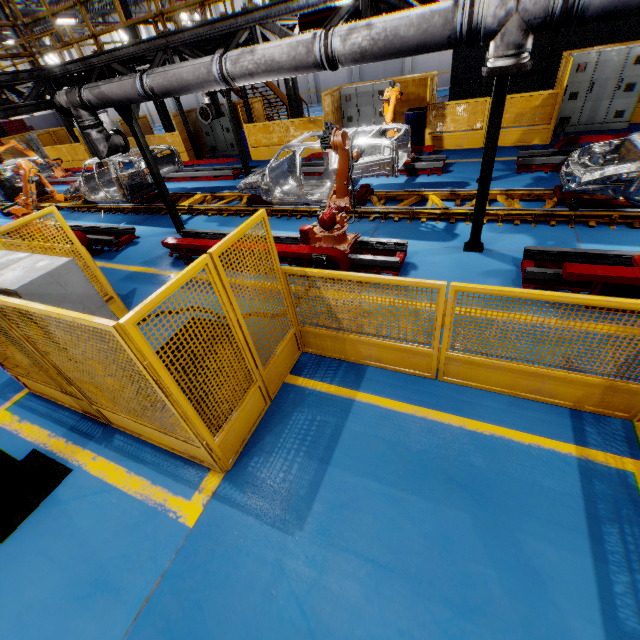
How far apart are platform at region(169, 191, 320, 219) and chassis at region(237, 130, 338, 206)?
0.01m

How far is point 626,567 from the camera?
2.5 meters

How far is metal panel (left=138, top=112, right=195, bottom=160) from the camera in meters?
16.1 m

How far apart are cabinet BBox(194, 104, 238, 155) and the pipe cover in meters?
5.6 m

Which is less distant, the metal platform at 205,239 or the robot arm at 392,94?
the metal platform at 205,239

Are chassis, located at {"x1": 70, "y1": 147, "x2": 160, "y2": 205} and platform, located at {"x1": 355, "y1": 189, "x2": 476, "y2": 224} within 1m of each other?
yes

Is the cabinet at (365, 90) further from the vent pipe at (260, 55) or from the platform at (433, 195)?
the vent pipe at (260, 55)

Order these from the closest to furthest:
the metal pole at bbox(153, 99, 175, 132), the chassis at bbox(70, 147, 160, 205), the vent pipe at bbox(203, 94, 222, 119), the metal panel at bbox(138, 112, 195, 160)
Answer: the chassis at bbox(70, 147, 160, 205) → the vent pipe at bbox(203, 94, 222, 119) → the metal panel at bbox(138, 112, 195, 160) → the metal pole at bbox(153, 99, 175, 132)
